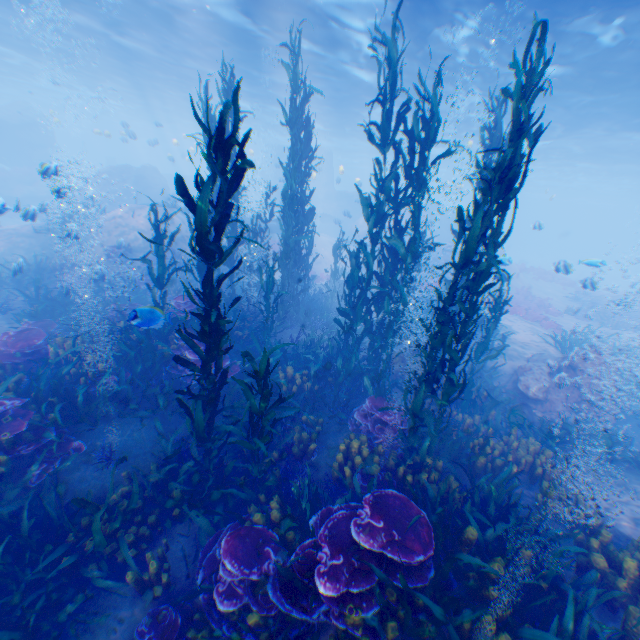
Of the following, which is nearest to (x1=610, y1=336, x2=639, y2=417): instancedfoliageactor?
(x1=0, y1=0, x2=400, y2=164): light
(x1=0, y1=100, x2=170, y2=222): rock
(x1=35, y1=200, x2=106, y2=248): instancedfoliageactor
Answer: (x1=0, y1=100, x2=170, y2=222): rock

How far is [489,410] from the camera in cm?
874

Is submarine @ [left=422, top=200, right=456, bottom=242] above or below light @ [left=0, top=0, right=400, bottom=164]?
below

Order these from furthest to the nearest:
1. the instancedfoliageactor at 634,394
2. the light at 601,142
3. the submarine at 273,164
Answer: the submarine at 273,164
the light at 601,142
the instancedfoliageactor at 634,394

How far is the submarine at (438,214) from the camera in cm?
3550

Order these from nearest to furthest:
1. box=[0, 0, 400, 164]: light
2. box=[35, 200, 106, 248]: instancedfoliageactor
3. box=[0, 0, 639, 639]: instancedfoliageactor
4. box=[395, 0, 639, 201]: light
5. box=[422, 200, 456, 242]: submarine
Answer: box=[0, 0, 639, 639]: instancedfoliageactor
box=[35, 200, 106, 248]: instancedfoliageactor
box=[395, 0, 639, 201]: light
box=[0, 0, 400, 164]: light
box=[422, 200, 456, 242]: submarine

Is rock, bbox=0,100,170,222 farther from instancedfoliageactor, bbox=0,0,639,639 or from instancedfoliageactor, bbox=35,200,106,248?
instancedfoliageactor, bbox=35,200,106,248

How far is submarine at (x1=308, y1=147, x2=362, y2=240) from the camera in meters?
35.8
